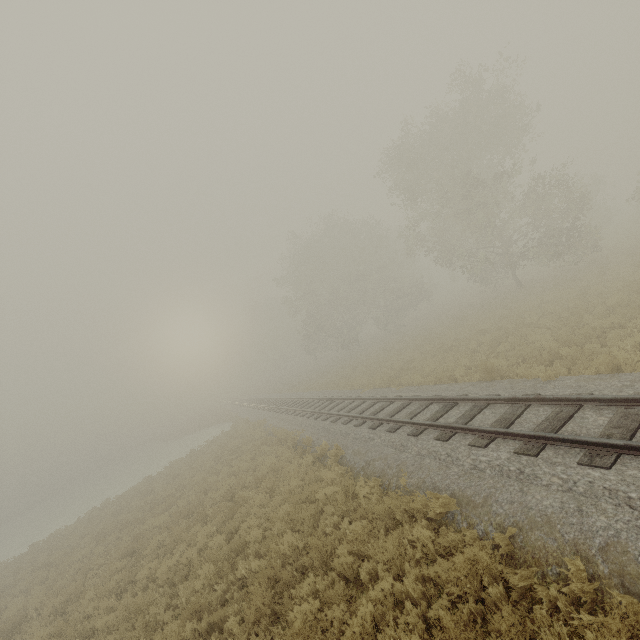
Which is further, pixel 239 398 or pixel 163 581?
pixel 239 398
